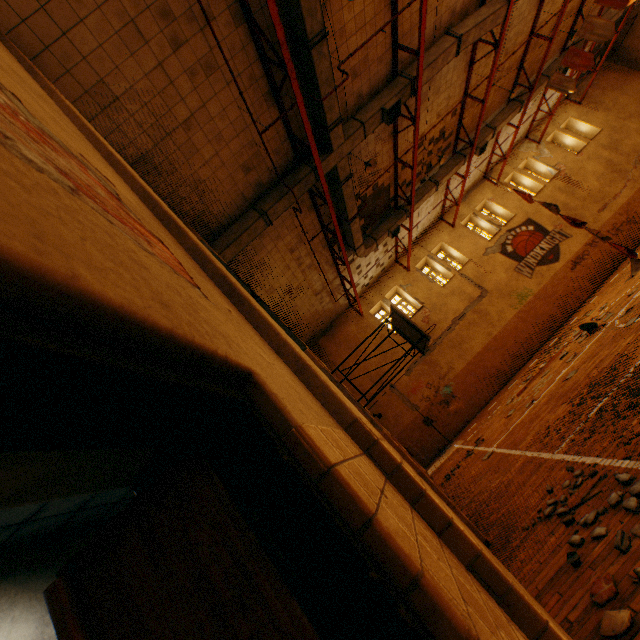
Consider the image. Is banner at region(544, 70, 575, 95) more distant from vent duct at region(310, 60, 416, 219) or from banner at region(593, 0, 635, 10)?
banner at region(593, 0, 635, 10)

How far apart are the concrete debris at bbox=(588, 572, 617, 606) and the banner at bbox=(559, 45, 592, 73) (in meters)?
17.68

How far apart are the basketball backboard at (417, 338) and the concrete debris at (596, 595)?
4.8 meters

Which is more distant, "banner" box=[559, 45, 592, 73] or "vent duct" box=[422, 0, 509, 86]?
"banner" box=[559, 45, 592, 73]

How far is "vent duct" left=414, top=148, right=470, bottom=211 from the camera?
15.1m

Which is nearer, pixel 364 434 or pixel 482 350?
pixel 364 434

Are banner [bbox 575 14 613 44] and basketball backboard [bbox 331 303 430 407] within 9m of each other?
no

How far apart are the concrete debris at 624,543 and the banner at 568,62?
17.22m
